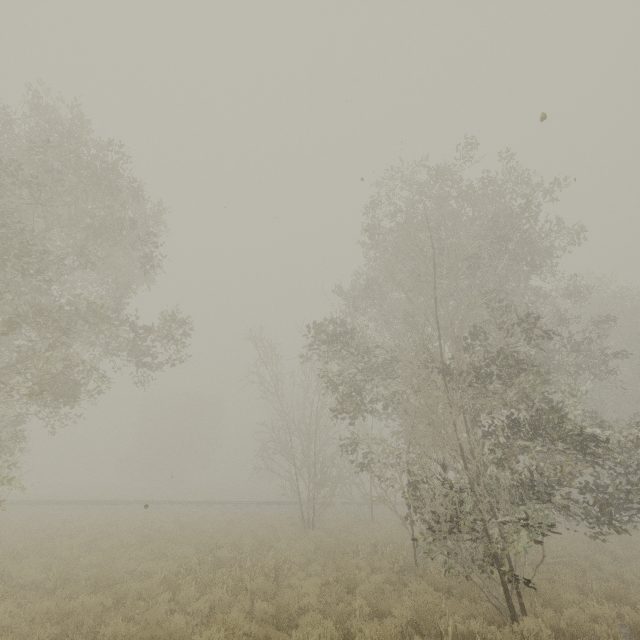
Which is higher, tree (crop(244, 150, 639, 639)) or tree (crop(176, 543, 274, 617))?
tree (crop(244, 150, 639, 639))

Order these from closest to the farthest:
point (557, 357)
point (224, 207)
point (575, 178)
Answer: point (575, 178), point (224, 207), point (557, 357)

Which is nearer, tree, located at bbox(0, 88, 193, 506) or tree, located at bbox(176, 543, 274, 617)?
tree, located at bbox(176, 543, 274, 617)

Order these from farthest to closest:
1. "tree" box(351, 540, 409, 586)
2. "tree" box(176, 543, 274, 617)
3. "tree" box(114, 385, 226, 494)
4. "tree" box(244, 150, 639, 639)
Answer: "tree" box(114, 385, 226, 494)
"tree" box(351, 540, 409, 586)
"tree" box(244, 150, 639, 639)
"tree" box(176, 543, 274, 617)

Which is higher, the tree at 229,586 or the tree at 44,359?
the tree at 44,359

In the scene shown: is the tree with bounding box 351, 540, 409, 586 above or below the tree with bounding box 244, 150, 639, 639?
below

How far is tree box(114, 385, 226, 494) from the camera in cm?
4684

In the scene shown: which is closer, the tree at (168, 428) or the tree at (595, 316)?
the tree at (595, 316)
